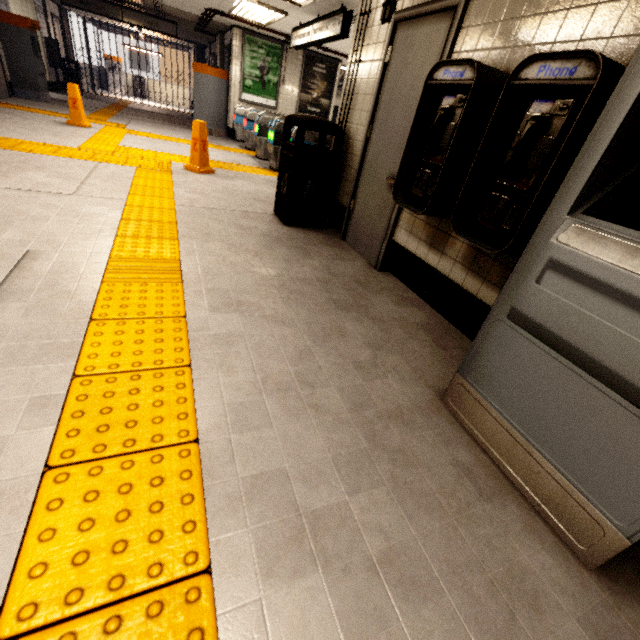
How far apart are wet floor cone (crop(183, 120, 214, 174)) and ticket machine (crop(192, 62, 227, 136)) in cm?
610

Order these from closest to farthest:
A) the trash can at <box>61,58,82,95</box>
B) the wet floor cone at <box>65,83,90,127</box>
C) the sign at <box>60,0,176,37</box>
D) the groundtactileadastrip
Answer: the groundtactileadastrip, the wet floor cone at <box>65,83,90,127</box>, the sign at <box>60,0,176,37</box>, the trash can at <box>61,58,82,95</box>

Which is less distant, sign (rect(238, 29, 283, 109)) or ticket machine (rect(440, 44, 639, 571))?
ticket machine (rect(440, 44, 639, 571))

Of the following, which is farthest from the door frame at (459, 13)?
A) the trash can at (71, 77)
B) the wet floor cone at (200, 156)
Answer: the trash can at (71, 77)

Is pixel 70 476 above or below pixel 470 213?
below

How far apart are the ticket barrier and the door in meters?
5.7 m

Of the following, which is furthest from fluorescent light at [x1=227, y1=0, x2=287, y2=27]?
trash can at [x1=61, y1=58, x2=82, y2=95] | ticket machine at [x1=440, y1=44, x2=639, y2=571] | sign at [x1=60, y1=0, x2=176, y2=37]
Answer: trash can at [x1=61, y1=58, x2=82, y2=95]

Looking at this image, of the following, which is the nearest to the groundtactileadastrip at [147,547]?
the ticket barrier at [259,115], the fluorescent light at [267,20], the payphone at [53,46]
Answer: the ticket barrier at [259,115]
